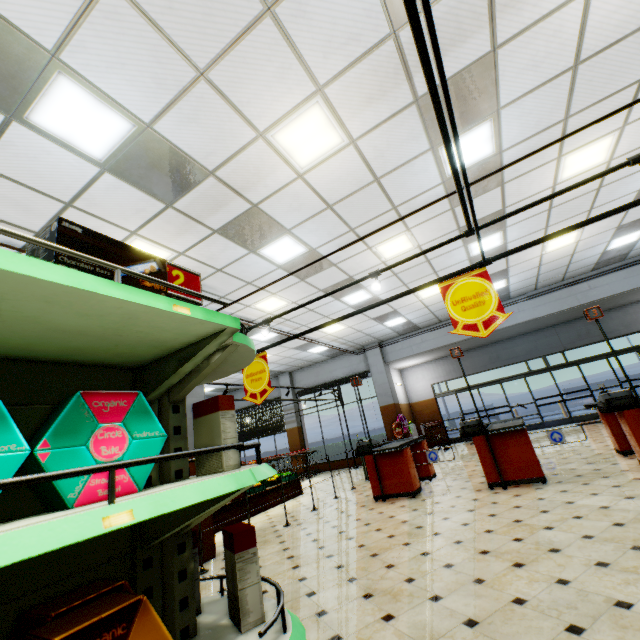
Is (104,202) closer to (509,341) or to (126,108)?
(126,108)

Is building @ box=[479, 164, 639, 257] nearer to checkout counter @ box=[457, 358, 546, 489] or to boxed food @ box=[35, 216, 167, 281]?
checkout counter @ box=[457, 358, 546, 489]

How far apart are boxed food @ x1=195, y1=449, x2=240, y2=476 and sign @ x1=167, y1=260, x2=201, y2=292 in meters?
0.6 m

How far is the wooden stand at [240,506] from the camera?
7.0 meters

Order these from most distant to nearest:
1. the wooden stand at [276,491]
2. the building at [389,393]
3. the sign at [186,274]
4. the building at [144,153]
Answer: the building at [389,393], the wooden stand at [276,491], the building at [144,153], the sign at [186,274]

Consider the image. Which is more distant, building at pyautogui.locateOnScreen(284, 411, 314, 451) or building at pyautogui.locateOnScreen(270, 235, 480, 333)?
building at pyautogui.locateOnScreen(284, 411, 314, 451)

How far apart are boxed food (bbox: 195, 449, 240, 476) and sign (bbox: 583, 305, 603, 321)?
6.2m

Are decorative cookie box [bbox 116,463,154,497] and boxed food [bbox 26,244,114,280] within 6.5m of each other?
yes
